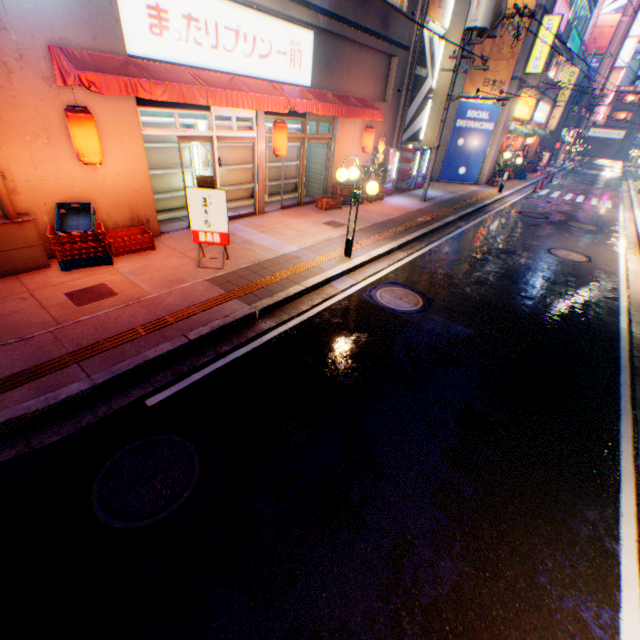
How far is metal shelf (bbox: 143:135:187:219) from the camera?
9.34m

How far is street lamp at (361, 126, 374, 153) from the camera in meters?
12.8

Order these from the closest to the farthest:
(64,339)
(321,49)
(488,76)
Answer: (64,339), (321,49), (488,76)

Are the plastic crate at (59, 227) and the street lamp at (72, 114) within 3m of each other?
yes

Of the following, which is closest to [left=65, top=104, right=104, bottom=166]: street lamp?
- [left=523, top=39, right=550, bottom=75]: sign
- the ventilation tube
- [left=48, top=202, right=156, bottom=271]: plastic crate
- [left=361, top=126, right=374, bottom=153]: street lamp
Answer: [left=48, top=202, right=156, bottom=271]: plastic crate

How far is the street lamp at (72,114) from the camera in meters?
5.9

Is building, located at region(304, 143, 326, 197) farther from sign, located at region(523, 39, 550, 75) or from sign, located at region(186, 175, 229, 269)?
sign, located at region(523, 39, 550, 75)

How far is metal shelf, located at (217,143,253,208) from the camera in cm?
→ 1114
